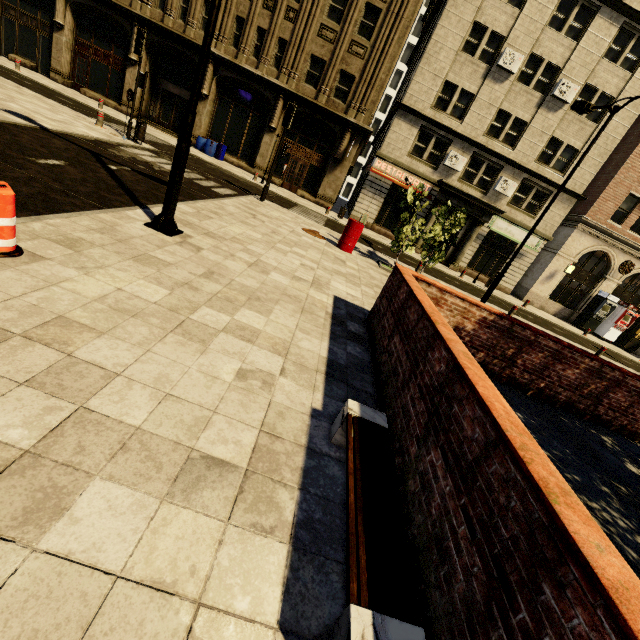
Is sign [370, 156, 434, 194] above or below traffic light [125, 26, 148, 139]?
above

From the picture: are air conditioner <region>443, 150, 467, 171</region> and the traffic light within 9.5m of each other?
no

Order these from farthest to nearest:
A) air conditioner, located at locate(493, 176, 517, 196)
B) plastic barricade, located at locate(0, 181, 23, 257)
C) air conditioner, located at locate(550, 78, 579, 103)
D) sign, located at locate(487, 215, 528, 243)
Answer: sign, located at locate(487, 215, 528, 243) < air conditioner, located at locate(493, 176, 517, 196) < air conditioner, located at locate(550, 78, 579, 103) < plastic barricade, located at locate(0, 181, 23, 257)

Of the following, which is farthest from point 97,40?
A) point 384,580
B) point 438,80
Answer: point 384,580

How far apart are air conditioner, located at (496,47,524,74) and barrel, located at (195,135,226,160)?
17.9 meters

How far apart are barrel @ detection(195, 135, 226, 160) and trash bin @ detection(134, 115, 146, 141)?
8.8 meters

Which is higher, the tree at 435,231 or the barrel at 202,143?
the tree at 435,231

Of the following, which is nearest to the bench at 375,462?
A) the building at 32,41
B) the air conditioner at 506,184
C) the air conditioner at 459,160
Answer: the building at 32,41
